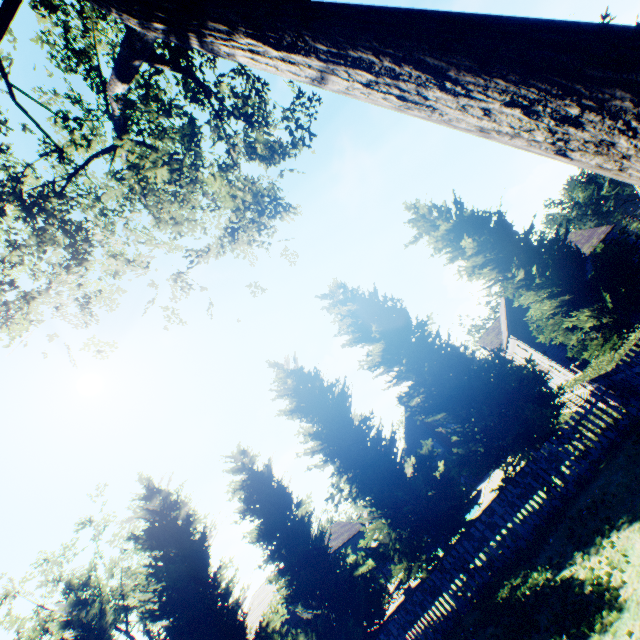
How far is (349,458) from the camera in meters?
13.7

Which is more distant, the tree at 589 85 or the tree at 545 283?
the tree at 545 283

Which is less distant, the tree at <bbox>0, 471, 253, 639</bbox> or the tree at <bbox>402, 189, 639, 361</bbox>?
the tree at <bbox>402, 189, 639, 361</bbox>

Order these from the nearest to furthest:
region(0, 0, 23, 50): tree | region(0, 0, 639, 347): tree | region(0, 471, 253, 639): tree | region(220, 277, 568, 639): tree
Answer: region(0, 0, 639, 347): tree, region(0, 0, 23, 50): tree, region(220, 277, 568, 639): tree, region(0, 471, 253, 639): tree
